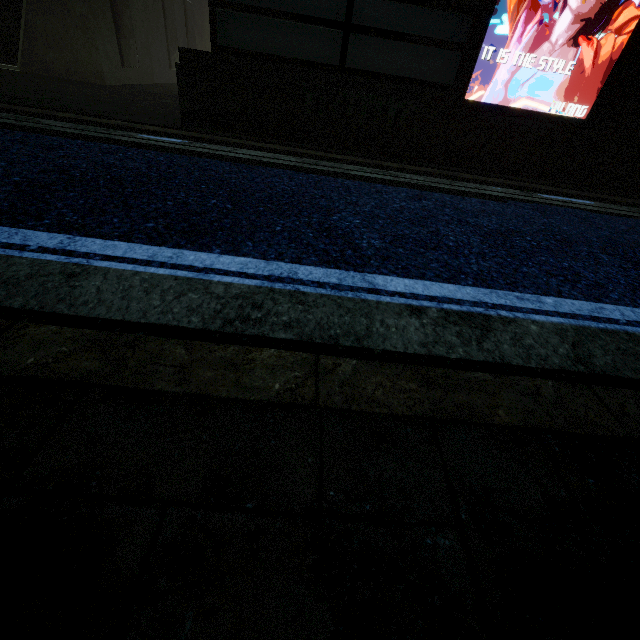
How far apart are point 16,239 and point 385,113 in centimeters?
507cm
